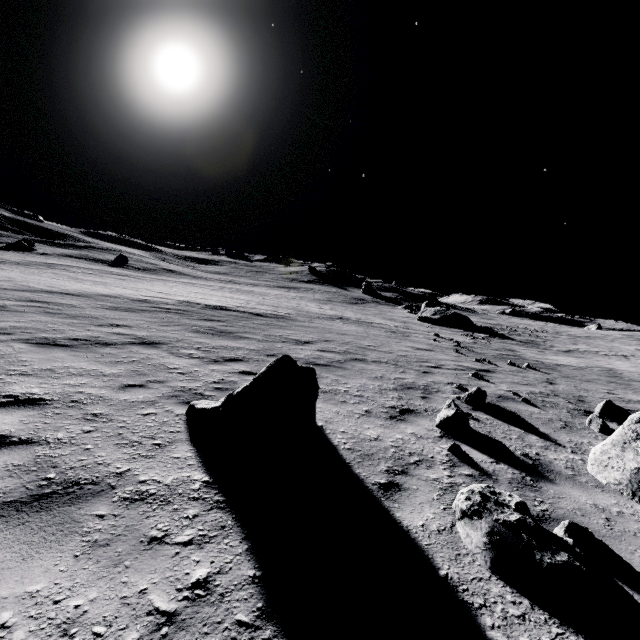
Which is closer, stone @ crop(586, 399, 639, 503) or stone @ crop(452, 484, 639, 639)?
stone @ crop(452, 484, 639, 639)

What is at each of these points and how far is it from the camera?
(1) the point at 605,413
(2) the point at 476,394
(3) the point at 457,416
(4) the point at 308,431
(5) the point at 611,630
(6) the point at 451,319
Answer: (1) stone, 7.84m
(2) stone, 7.26m
(3) stone, 5.52m
(4) stone, 4.26m
(5) stone, 2.17m
(6) stone, 35.22m

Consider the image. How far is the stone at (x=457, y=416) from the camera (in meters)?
5.45

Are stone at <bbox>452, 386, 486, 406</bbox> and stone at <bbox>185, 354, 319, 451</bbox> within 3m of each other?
no

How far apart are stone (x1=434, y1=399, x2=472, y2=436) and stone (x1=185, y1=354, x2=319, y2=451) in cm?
222

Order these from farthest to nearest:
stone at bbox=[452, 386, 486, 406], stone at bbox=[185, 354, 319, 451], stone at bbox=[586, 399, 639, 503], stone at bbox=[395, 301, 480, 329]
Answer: stone at bbox=[395, 301, 480, 329], stone at bbox=[452, 386, 486, 406], stone at bbox=[586, 399, 639, 503], stone at bbox=[185, 354, 319, 451]

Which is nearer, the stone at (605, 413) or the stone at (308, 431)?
the stone at (308, 431)

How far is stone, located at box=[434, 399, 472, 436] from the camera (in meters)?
5.45
